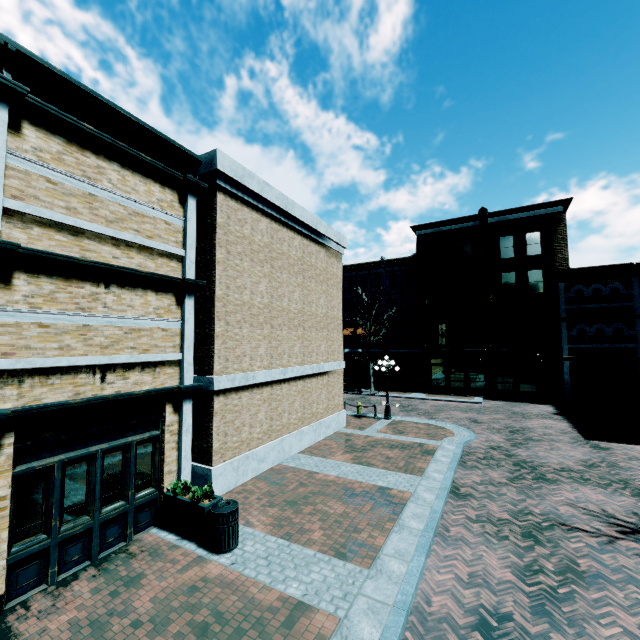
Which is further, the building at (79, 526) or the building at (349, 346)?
the building at (349, 346)

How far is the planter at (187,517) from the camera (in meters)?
7.13

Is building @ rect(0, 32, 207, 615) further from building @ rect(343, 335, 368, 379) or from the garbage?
the garbage

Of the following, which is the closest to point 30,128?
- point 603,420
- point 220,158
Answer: point 220,158

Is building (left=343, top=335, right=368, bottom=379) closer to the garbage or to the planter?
the garbage

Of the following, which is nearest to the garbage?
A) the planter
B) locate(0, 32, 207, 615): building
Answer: the planter
